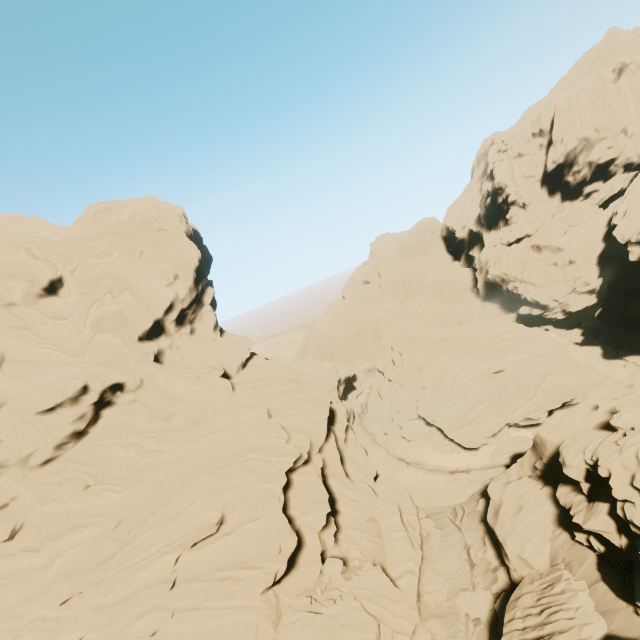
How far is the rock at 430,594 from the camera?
23.98m

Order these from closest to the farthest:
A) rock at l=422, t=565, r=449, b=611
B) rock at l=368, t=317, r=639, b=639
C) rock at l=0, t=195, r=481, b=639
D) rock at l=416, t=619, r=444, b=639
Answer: rock at l=368, t=317, r=639, b=639, rock at l=0, t=195, r=481, b=639, rock at l=416, t=619, r=444, b=639, rock at l=422, t=565, r=449, b=611

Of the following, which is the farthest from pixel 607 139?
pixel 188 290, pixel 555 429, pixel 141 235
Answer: pixel 141 235

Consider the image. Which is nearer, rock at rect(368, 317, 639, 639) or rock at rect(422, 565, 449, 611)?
rock at rect(368, 317, 639, 639)

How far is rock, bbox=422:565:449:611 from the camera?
24.0m

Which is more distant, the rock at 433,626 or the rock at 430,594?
the rock at 430,594
